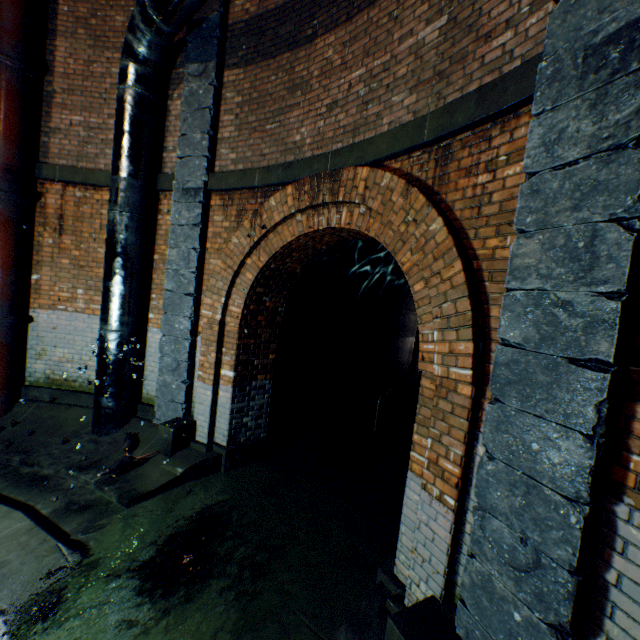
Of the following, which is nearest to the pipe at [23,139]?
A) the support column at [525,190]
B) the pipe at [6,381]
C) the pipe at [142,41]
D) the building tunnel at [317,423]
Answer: the pipe at [142,41]

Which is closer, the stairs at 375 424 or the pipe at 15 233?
the pipe at 15 233

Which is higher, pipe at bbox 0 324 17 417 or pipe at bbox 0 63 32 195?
pipe at bbox 0 63 32 195

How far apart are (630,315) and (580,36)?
1.7m

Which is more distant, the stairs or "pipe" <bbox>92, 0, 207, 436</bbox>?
the stairs

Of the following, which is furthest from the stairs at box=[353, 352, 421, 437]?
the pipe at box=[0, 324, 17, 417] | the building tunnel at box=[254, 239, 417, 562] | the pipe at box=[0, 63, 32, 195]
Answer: the pipe at box=[0, 63, 32, 195]

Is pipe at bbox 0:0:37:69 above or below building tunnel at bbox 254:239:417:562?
above

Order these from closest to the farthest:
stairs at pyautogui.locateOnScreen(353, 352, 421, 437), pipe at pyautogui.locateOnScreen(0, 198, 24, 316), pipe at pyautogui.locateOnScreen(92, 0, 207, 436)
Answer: pipe at pyautogui.locateOnScreen(92, 0, 207, 436) → pipe at pyautogui.locateOnScreen(0, 198, 24, 316) → stairs at pyautogui.locateOnScreen(353, 352, 421, 437)
